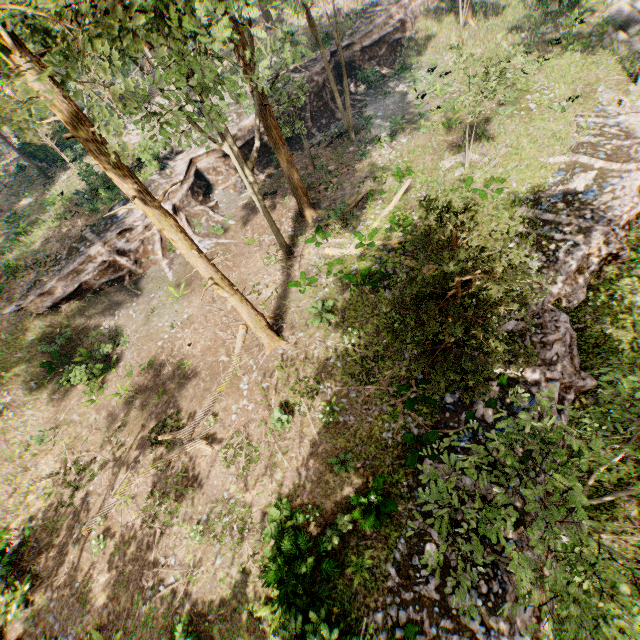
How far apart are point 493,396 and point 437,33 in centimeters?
3483cm

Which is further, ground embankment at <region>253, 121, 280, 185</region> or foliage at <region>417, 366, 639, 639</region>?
ground embankment at <region>253, 121, 280, 185</region>

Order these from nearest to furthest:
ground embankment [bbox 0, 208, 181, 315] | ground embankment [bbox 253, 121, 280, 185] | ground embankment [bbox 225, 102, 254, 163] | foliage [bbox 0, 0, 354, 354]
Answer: foliage [bbox 0, 0, 354, 354]
ground embankment [bbox 0, 208, 181, 315]
ground embankment [bbox 225, 102, 254, 163]
ground embankment [bbox 253, 121, 280, 185]

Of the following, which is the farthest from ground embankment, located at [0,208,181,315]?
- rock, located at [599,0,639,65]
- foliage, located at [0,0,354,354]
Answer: rock, located at [599,0,639,65]

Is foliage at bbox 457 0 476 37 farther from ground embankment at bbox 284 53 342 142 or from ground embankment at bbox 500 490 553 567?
ground embankment at bbox 284 53 342 142

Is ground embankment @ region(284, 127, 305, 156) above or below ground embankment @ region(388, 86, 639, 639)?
above

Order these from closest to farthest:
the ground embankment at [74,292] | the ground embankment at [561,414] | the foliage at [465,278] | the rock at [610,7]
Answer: the foliage at [465,278] < the ground embankment at [561,414] < the ground embankment at [74,292] < the rock at [610,7]

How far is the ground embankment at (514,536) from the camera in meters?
9.3
